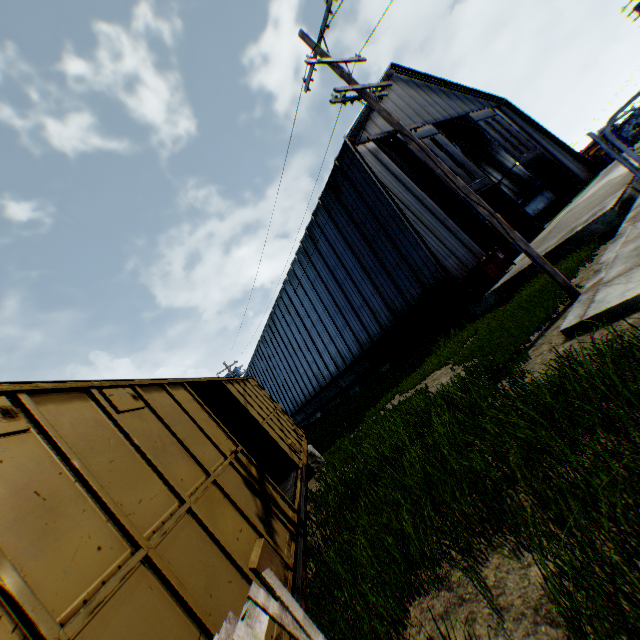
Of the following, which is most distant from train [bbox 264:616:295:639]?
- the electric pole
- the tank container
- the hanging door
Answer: the tank container

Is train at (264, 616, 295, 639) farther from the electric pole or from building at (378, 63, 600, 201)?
building at (378, 63, 600, 201)

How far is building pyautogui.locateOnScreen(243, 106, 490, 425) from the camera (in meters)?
16.22

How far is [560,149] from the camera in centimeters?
2972cm

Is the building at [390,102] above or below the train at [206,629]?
above

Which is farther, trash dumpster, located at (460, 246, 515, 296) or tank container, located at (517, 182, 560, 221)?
tank container, located at (517, 182, 560, 221)

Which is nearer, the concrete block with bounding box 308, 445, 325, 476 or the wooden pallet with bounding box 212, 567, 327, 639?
the wooden pallet with bounding box 212, 567, 327, 639

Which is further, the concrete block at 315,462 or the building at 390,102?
the building at 390,102
